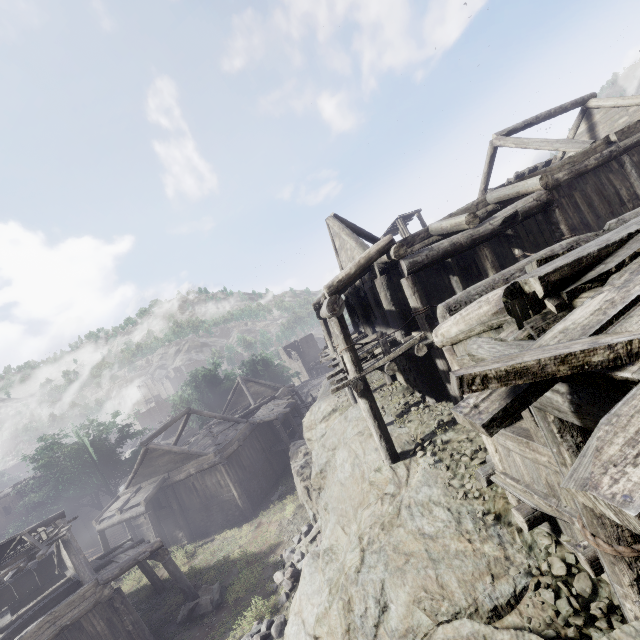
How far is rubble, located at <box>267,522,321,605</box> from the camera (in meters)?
12.37

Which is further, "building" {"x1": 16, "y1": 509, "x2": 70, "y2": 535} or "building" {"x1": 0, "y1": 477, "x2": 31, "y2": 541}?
"building" {"x1": 0, "y1": 477, "x2": 31, "y2": 541}

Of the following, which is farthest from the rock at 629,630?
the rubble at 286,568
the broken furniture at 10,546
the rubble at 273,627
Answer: the broken furniture at 10,546

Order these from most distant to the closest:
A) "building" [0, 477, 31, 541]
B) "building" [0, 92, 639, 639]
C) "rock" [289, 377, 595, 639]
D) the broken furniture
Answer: "building" [0, 477, 31, 541] < the broken furniture < "rock" [289, 377, 595, 639] < "building" [0, 92, 639, 639]

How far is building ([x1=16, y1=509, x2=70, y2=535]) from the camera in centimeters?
1507cm

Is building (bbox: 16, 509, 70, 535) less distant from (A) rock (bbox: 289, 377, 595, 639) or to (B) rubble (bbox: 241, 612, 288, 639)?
(A) rock (bbox: 289, 377, 595, 639)

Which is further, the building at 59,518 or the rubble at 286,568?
the building at 59,518

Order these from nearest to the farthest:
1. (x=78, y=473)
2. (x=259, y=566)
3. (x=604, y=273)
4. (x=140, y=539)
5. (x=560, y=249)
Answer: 1. (x=604, y=273)
2. (x=560, y=249)
3. (x=259, y=566)
4. (x=140, y=539)
5. (x=78, y=473)
